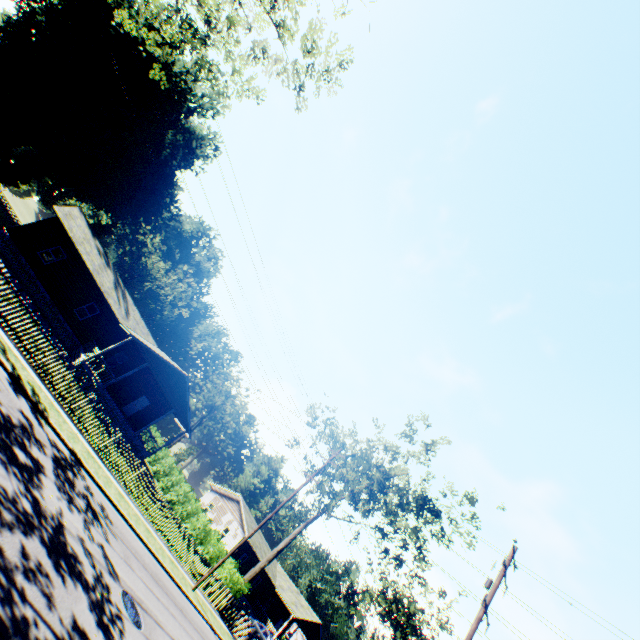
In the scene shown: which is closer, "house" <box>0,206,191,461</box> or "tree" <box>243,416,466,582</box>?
"house" <box>0,206,191,461</box>

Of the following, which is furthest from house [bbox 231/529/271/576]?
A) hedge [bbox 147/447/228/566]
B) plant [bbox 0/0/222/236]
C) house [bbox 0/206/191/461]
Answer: plant [bbox 0/0/222/236]

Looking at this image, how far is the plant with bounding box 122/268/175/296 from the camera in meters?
53.9

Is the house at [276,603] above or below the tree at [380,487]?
below

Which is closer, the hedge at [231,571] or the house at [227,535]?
the hedge at [231,571]

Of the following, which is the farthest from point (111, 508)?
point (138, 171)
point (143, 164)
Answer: point (143, 164)

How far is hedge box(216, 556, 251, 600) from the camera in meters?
22.6 m

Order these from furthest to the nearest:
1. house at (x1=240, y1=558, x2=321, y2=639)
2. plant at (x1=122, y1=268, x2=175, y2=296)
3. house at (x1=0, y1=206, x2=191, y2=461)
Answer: plant at (x1=122, y1=268, x2=175, y2=296)
house at (x1=240, y1=558, x2=321, y2=639)
house at (x1=0, y1=206, x2=191, y2=461)
